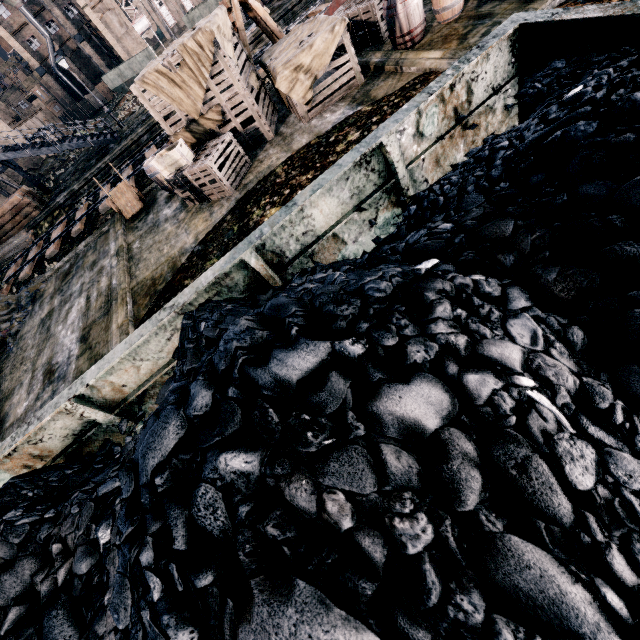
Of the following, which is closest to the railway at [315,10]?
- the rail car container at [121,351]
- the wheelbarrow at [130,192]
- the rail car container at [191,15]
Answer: the wheelbarrow at [130,192]

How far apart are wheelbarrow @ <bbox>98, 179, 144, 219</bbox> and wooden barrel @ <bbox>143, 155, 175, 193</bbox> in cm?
123

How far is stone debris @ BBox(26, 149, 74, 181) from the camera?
35.5m

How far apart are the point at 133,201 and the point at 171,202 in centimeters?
251cm

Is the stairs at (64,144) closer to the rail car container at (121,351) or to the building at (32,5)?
the rail car container at (121,351)

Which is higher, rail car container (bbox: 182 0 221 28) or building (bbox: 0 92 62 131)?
building (bbox: 0 92 62 131)

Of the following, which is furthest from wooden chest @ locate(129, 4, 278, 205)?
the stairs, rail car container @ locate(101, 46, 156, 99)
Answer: rail car container @ locate(101, 46, 156, 99)

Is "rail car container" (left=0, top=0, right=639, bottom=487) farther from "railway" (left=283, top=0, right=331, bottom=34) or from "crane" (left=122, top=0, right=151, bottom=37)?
"crane" (left=122, top=0, right=151, bottom=37)
